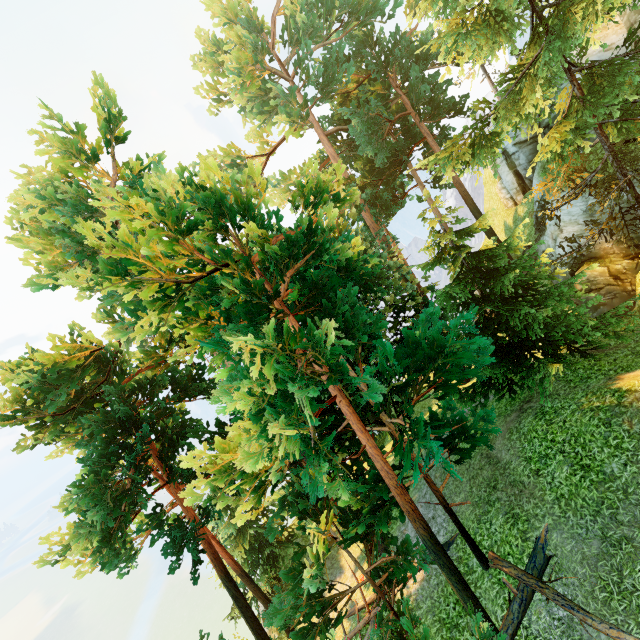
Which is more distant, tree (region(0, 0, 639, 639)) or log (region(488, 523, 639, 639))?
log (region(488, 523, 639, 639))

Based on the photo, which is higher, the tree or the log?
the tree

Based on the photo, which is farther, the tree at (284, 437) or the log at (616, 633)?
the log at (616, 633)

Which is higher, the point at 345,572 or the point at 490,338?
the point at 490,338

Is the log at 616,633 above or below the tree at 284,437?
below
